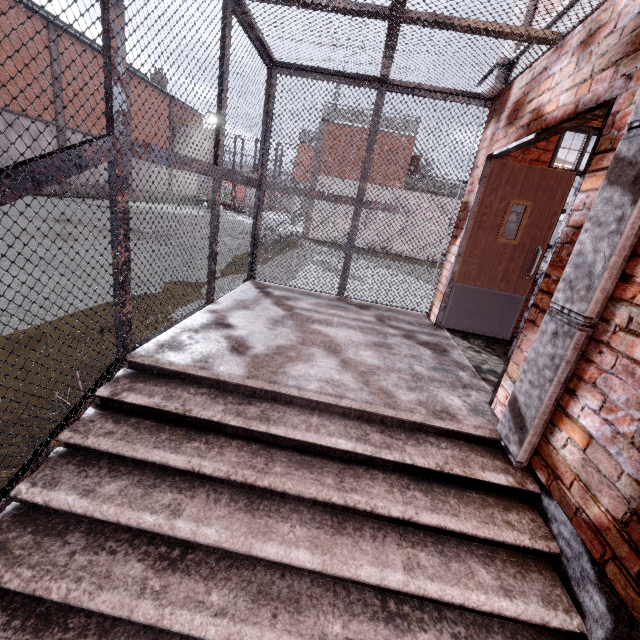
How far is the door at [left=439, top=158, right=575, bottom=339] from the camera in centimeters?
386cm

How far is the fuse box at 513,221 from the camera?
4.16m

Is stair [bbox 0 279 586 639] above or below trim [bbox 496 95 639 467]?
below

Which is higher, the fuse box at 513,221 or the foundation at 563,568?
the fuse box at 513,221

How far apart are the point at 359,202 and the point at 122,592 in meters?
4.7

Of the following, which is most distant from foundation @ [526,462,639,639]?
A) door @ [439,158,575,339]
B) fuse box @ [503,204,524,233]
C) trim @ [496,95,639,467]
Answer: fuse box @ [503,204,524,233]

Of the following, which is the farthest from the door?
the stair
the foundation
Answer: the foundation

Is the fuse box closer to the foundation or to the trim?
the trim
